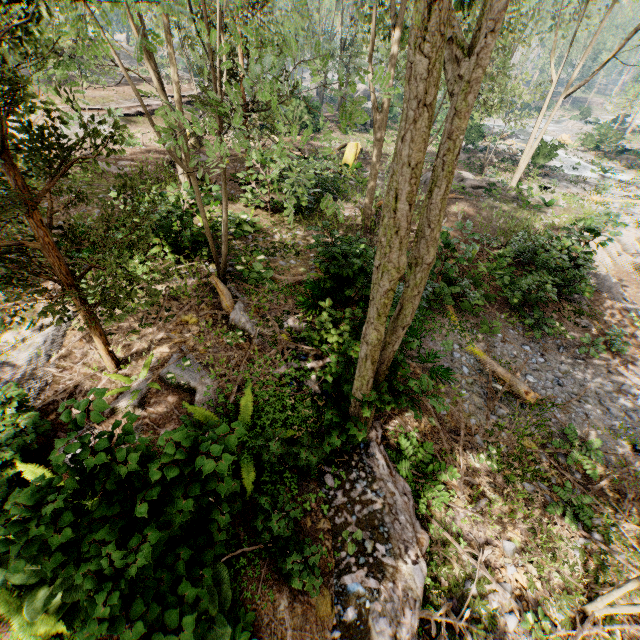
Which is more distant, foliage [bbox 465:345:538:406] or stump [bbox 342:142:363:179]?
stump [bbox 342:142:363:179]

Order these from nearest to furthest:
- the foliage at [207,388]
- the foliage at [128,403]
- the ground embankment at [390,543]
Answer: the foliage at [207,388], the ground embankment at [390,543], the foliage at [128,403]

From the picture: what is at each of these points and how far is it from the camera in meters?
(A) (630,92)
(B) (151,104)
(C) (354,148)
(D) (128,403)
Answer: (A) foliage, 38.1 m
(B) ground embankment, 24.1 m
(C) stump, 20.6 m
(D) foliage, 5.9 m

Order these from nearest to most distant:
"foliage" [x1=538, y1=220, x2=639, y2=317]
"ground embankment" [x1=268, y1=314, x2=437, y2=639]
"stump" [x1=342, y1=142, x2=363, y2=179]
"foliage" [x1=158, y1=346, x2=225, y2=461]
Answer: "foliage" [x1=158, y1=346, x2=225, y2=461]
"ground embankment" [x1=268, y1=314, x2=437, y2=639]
"foliage" [x1=538, y1=220, x2=639, y2=317]
"stump" [x1=342, y1=142, x2=363, y2=179]

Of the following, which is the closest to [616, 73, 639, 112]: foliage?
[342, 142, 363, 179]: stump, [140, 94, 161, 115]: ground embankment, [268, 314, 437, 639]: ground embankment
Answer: [268, 314, 437, 639]: ground embankment

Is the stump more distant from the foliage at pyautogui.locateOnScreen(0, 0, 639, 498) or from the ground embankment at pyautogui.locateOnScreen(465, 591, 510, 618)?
the ground embankment at pyautogui.locateOnScreen(465, 591, 510, 618)

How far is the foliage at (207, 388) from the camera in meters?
3.1 m

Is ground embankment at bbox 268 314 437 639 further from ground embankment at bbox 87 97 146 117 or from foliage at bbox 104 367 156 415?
ground embankment at bbox 87 97 146 117
